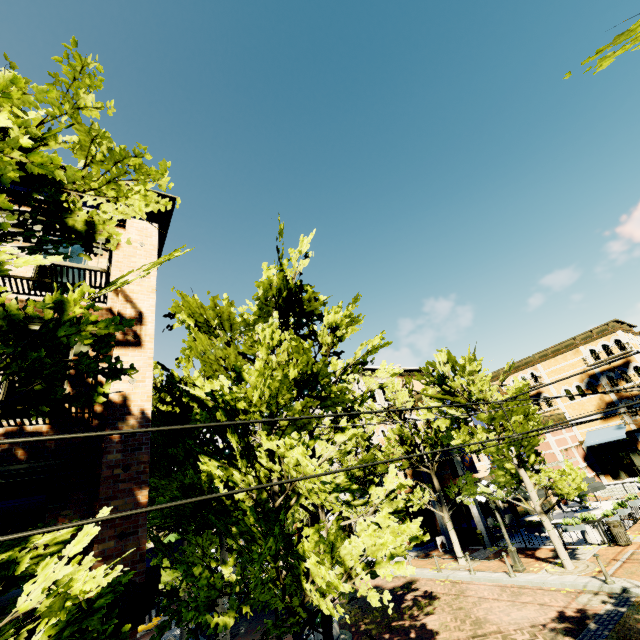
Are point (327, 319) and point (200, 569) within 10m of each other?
yes

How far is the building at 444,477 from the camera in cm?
2147

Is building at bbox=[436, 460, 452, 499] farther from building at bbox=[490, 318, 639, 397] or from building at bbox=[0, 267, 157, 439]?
building at bbox=[0, 267, 157, 439]

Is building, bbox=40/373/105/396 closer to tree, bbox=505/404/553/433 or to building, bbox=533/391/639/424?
tree, bbox=505/404/553/433

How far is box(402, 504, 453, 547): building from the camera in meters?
21.2 m

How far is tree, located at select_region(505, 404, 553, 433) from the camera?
13.8m

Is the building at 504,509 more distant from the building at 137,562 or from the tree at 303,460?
the building at 137,562
